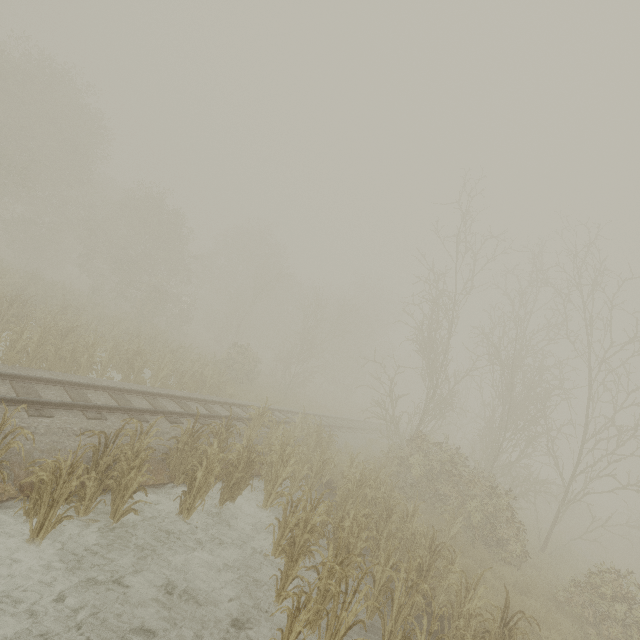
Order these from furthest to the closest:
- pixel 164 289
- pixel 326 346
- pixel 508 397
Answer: pixel 326 346
pixel 164 289
pixel 508 397

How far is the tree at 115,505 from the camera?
5.28m

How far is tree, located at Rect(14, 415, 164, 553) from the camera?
5.3 meters
